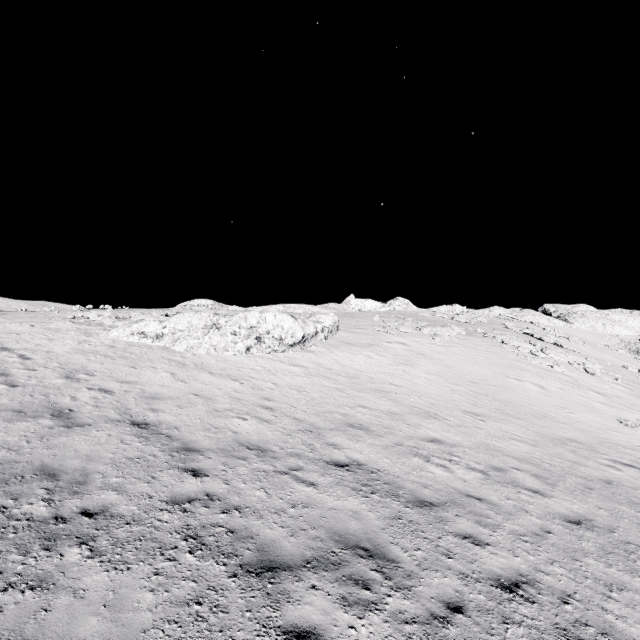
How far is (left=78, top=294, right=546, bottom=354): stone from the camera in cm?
1844

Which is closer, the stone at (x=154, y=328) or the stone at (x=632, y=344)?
the stone at (x=154, y=328)

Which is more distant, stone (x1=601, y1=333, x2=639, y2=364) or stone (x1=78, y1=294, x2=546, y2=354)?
stone (x1=601, y1=333, x2=639, y2=364)

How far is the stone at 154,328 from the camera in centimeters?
1844cm

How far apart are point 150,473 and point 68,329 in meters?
17.9 m

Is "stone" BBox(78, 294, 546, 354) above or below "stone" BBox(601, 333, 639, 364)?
below
